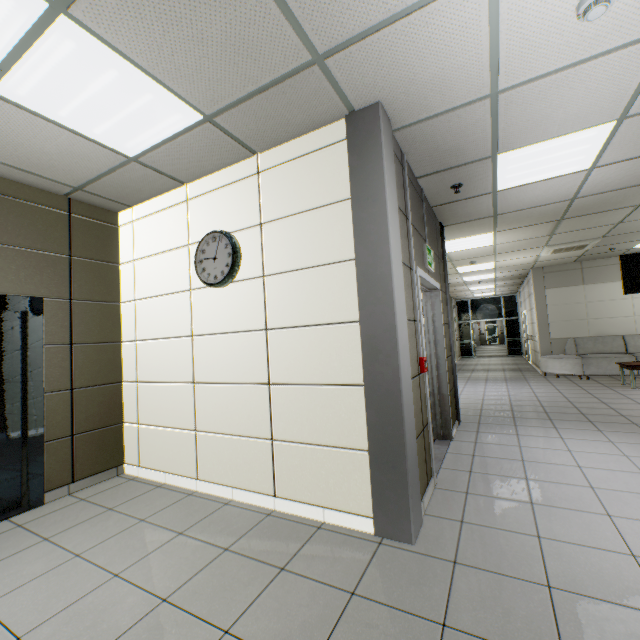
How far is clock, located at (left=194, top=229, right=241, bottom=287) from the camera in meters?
3.1 m

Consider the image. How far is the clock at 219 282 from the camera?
3.1m

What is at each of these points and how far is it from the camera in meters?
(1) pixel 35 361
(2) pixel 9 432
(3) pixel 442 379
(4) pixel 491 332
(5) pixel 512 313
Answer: (1) elevator, 3.3 m
(2) elevator door, 3.2 m
(3) door, 4.5 m
(4) door, 31.7 m
(5) doorway, 17.0 m

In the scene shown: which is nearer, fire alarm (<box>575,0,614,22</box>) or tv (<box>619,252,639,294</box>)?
fire alarm (<box>575,0,614,22</box>)

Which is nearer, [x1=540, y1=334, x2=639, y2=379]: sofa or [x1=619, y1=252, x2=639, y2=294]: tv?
[x1=619, y1=252, x2=639, y2=294]: tv

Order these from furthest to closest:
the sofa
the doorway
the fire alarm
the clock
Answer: the doorway → the sofa → the clock → the fire alarm

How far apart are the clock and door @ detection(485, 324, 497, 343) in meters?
33.5 m

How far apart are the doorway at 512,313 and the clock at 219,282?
16.46m
